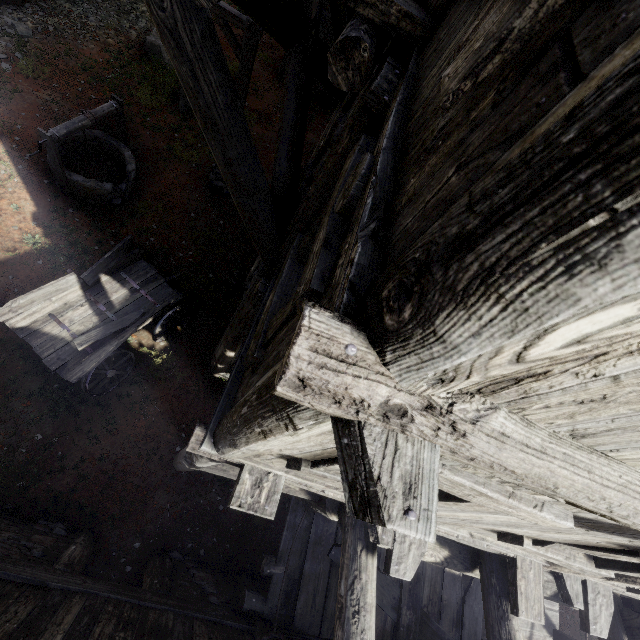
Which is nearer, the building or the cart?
the building

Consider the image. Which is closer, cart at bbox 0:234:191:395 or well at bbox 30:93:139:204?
cart at bbox 0:234:191:395

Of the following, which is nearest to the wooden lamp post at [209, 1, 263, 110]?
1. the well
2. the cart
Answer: the well

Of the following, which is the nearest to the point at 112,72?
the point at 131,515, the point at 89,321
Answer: the point at 89,321

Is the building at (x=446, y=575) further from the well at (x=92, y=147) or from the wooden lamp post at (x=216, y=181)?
the well at (x=92, y=147)

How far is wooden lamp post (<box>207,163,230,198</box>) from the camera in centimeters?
999cm

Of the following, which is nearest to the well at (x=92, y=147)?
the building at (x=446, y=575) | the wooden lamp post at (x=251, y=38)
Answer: the wooden lamp post at (x=251, y=38)
